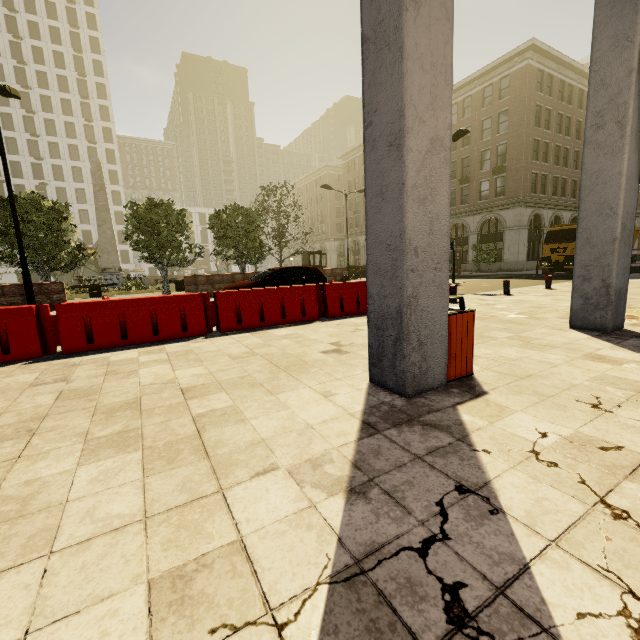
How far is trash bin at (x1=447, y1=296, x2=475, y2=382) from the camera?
3.5 meters

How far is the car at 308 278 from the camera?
11.2 meters

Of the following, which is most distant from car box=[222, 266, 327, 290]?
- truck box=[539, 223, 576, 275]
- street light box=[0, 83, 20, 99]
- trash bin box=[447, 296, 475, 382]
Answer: truck box=[539, 223, 576, 275]

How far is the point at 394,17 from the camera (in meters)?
2.75

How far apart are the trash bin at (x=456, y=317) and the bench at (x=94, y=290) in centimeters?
2433cm

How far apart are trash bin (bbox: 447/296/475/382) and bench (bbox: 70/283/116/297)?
24.3 meters

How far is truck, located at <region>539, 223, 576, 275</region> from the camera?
20.6 meters

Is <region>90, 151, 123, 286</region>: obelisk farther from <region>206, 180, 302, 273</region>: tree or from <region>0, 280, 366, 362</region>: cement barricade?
<region>0, 280, 366, 362</region>: cement barricade
